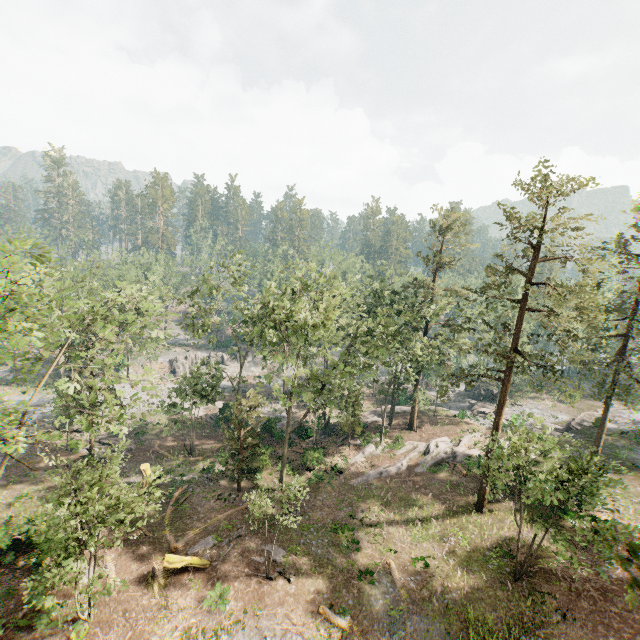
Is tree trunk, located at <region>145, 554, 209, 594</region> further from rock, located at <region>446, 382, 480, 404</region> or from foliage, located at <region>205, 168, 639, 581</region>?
rock, located at <region>446, 382, 480, 404</region>

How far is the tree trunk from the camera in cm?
1920

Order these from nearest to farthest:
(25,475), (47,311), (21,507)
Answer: (47,311) < (21,507) < (25,475)

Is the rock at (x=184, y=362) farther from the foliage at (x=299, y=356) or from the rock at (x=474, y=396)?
the rock at (x=474, y=396)

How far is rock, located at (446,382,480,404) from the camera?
53.1 meters

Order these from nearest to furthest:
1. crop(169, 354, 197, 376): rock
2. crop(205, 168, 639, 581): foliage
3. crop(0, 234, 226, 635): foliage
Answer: crop(0, 234, 226, 635): foliage
crop(205, 168, 639, 581): foliage
crop(169, 354, 197, 376): rock

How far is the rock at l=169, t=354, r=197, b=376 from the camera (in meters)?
57.28

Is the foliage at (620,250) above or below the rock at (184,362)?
above
